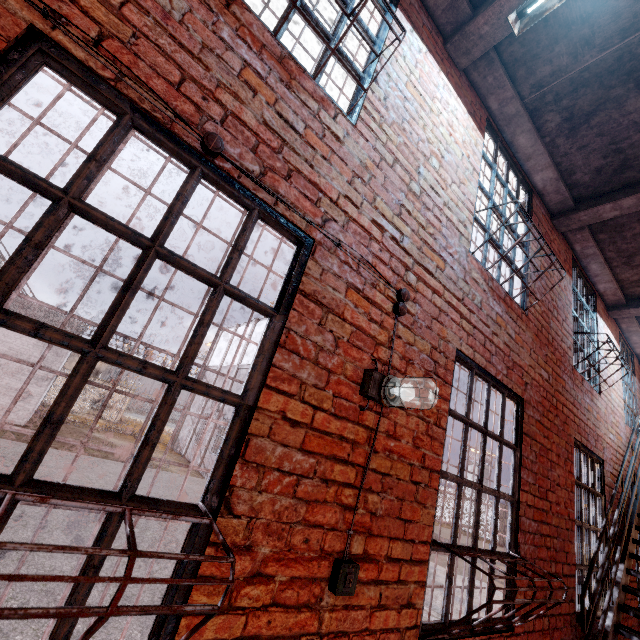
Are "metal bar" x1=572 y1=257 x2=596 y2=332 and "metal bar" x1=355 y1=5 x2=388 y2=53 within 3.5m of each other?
no

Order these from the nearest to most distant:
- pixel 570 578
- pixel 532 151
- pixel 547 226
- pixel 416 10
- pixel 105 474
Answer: pixel 416 10, pixel 570 578, pixel 532 151, pixel 547 226, pixel 105 474

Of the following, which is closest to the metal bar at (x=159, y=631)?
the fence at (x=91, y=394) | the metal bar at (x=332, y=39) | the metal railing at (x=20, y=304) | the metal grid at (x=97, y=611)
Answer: the metal grid at (x=97, y=611)

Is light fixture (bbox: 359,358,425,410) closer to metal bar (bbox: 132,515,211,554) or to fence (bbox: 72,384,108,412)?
metal bar (bbox: 132,515,211,554)

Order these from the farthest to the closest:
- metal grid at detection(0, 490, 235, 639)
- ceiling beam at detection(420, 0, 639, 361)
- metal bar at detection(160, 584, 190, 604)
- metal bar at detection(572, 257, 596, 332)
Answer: metal bar at detection(572, 257, 596, 332) < ceiling beam at detection(420, 0, 639, 361) < metal bar at detection(160, 584, 190, 604) < metal grid at detection(0, 490, 235, 639)

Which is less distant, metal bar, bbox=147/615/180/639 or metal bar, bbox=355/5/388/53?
metal bar, bbox=147/615/180/639

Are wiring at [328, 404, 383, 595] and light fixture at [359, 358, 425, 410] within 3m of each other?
yes

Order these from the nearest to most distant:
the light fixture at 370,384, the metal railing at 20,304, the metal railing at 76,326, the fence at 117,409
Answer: the light fixture at 370,384
the metal railing at 20,304
the metal railing at 76,326
the fence at 117,409
